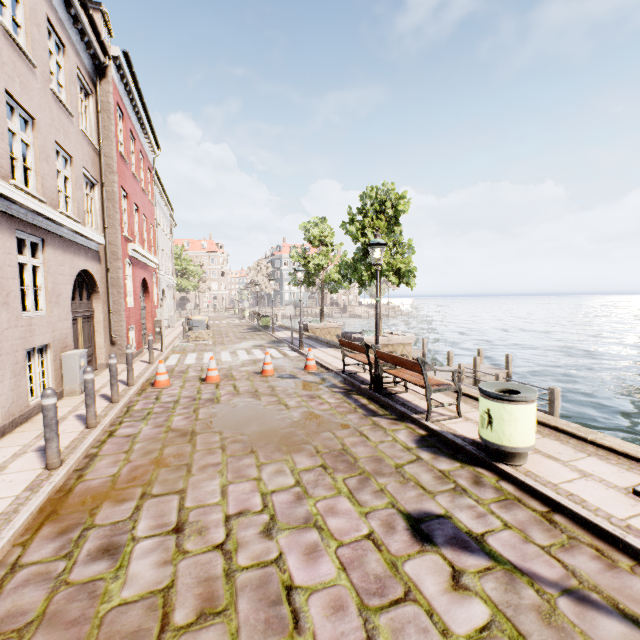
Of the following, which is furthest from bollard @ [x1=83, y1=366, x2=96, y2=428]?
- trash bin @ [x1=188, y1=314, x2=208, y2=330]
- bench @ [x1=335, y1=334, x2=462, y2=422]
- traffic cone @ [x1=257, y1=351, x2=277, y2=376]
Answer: trash bin @ [x1=188, y1=314, x2=208, y2=330]

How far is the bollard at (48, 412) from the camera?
4.3 meters

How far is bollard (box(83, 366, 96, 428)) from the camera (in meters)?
5.76

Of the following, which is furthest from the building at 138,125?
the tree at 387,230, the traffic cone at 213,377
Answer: the tree at 387,230

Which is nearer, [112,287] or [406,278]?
[112,287]

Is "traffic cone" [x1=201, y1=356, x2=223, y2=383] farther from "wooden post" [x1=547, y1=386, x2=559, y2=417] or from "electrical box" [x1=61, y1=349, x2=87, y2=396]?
"wooden post" [x1=547, y1=386, x2=559, y2=417]

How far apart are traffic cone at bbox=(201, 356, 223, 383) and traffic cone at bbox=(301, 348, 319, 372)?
2.55m

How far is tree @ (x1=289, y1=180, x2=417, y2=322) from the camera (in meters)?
12.88
